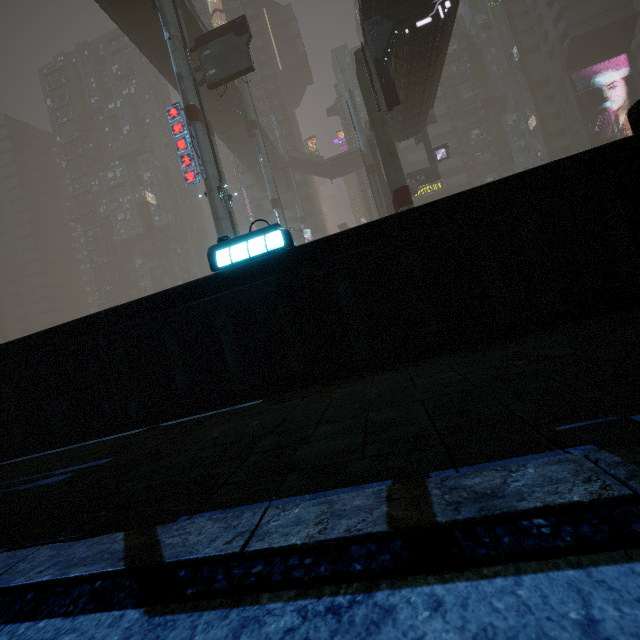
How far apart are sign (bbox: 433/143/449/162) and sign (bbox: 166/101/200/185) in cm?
2452

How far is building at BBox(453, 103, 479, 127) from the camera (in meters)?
54.66

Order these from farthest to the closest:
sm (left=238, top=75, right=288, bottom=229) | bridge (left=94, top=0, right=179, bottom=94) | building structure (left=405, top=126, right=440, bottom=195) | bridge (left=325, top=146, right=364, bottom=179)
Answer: bridge (left=325, top=146, right=364, bottom=179) < sm (left=238, top=75, right=288, bottom=229) < building structure (left=405, top=126, right=440, bottom=195) < bridge (left=94, top=0, right=179, bottom=94)

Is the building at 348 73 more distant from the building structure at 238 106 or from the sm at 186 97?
the sm at 186 97

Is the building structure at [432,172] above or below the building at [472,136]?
below

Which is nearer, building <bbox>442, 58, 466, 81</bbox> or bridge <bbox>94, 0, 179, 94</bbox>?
bridge <bbox>94, 0, 179, 94</bbox>

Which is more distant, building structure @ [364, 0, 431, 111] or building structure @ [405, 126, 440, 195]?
building structure @ [405, 126, 440, 195]

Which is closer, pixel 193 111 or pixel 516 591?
pixel 516 591
